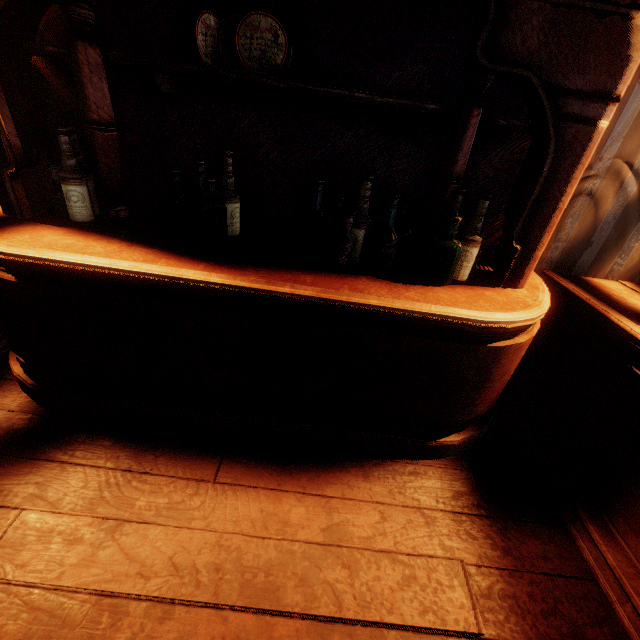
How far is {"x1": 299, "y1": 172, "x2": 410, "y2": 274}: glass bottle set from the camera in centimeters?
162cm

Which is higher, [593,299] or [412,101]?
[412,101]

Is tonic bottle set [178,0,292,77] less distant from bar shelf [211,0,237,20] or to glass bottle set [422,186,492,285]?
bar shelf [211,0,237,20]

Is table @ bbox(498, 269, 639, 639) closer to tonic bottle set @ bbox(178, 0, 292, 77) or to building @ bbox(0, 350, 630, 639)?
building @ bbox(0, 350, 630, 639)

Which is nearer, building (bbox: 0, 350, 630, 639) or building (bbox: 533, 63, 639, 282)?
building (bbox: 0, 350, 630, 639)

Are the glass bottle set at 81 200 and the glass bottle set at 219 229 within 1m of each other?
yes

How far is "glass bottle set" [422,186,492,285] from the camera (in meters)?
1.61

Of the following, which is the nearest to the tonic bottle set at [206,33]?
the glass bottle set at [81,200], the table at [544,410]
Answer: the glass bottle set at [81,200]
